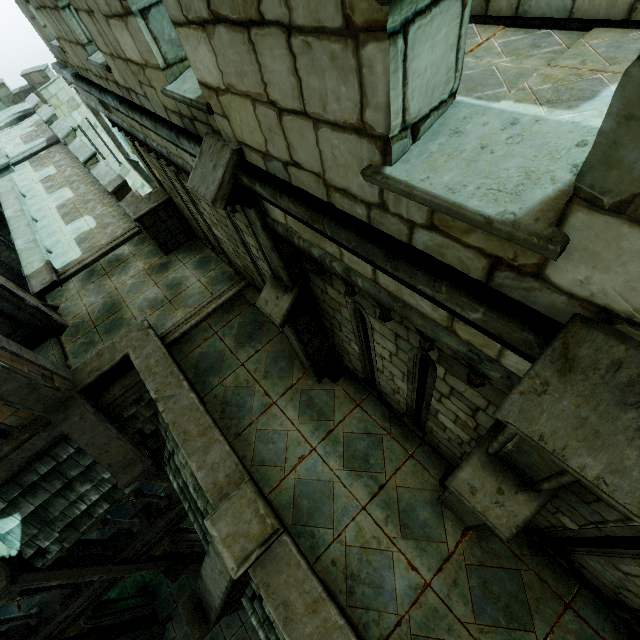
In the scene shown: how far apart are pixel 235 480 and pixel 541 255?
5.53m

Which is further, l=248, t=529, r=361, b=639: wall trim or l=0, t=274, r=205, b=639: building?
l=0, t=274, r=205, b=639: building

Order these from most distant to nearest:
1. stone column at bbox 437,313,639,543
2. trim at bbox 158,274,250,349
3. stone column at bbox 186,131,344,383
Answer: trim at bbox 158,274,250,349
stone column at bbox 186,131,344,383
stone column at bbox 437,313,639,543

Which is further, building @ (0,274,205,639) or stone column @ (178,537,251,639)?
building @ (0,274,205,639)

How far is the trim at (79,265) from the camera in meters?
10.7 m

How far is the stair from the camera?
4.6m

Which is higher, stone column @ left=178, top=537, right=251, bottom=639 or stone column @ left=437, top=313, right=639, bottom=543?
stone column @ left=437, top=313, right=639, bottom=543

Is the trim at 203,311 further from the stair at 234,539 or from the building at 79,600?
the stair at 234,539
